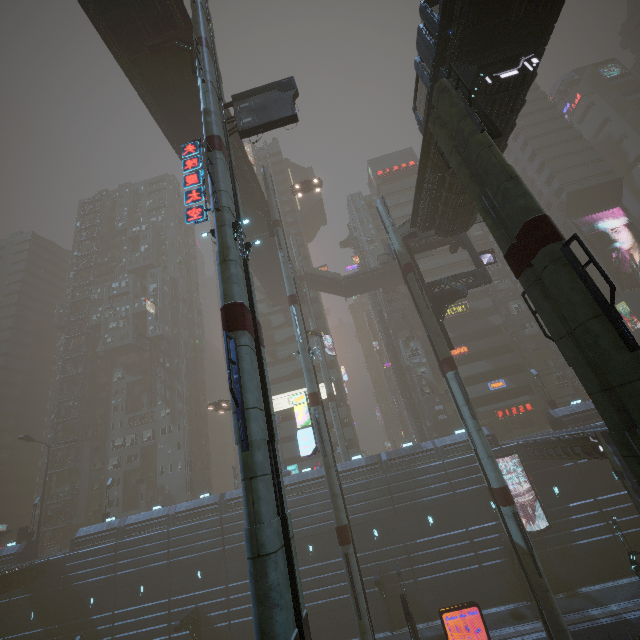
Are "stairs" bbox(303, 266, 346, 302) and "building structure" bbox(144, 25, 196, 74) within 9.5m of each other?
no

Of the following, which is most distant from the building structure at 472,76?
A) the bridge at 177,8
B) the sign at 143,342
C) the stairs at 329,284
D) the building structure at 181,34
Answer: the sign at 143,342

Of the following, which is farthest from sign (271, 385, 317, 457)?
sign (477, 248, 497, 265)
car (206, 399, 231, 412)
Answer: sign (477, 248, 497, 265)

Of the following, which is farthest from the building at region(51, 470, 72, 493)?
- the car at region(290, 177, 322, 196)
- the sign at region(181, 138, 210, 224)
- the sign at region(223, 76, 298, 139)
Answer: the sign at region(181, 138, 210, 224)

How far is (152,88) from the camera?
23.6m

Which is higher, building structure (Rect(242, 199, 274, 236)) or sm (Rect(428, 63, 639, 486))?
building structure (Rect(242, 199, 274, 236))

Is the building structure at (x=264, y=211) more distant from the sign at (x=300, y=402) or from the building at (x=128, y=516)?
the sign at (x=300, y=402)

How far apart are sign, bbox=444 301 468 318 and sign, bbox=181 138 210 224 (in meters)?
41.51
